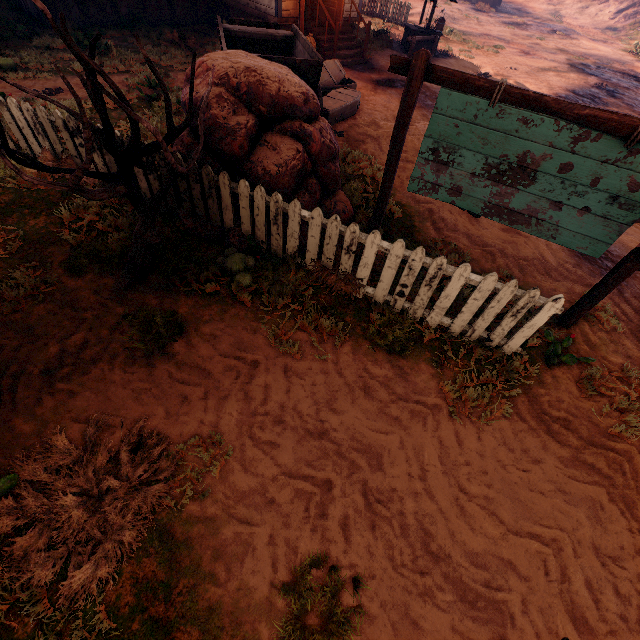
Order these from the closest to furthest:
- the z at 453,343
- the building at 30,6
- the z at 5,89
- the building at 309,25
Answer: the z at 453,343 < the z at 5,89 < the building at 30,6 < the building at 309,25

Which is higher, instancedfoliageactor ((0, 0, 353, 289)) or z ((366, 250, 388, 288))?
instancedfoliageactor ((0, 0, 353, 289))

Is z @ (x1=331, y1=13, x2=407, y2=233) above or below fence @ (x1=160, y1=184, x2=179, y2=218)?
below

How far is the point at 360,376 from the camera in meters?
3.5

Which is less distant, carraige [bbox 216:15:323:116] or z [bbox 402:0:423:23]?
carraige [bbox 216:15:323:116]

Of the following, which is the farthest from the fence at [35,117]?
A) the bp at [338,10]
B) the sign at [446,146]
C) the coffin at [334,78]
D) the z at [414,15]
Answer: the z at [414,15]

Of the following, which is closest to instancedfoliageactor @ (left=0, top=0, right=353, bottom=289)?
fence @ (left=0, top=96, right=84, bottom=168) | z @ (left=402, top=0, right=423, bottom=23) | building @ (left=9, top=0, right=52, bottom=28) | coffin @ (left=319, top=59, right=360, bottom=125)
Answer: fence @ (left=0, top=96, right=84, bottom=168)

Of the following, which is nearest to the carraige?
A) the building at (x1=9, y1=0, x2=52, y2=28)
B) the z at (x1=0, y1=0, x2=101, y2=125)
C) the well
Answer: the z at (x1=0, y1=0, x2=101, y2=125)
